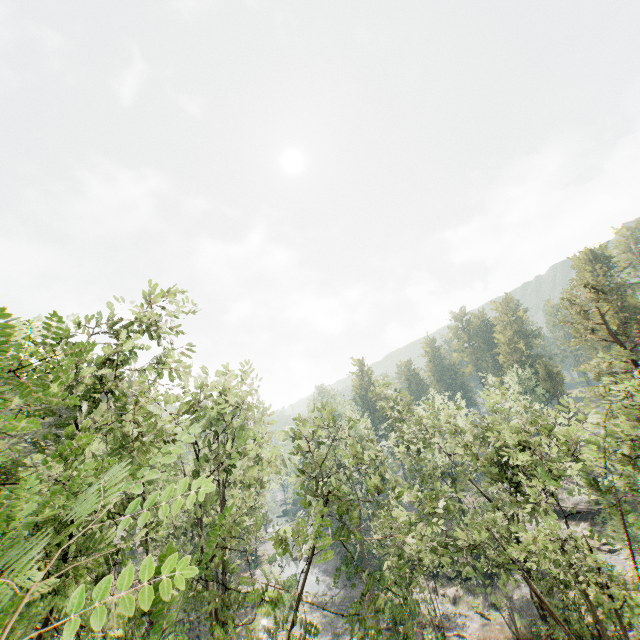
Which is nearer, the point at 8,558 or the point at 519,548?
the point at 8,558

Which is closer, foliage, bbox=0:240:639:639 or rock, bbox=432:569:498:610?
foliage, bbox=0:240:639:639

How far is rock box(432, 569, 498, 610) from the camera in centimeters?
3316cm

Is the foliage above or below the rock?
above

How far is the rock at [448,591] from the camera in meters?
33.2

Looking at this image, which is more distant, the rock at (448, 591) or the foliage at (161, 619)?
the rock at (448, 591)
